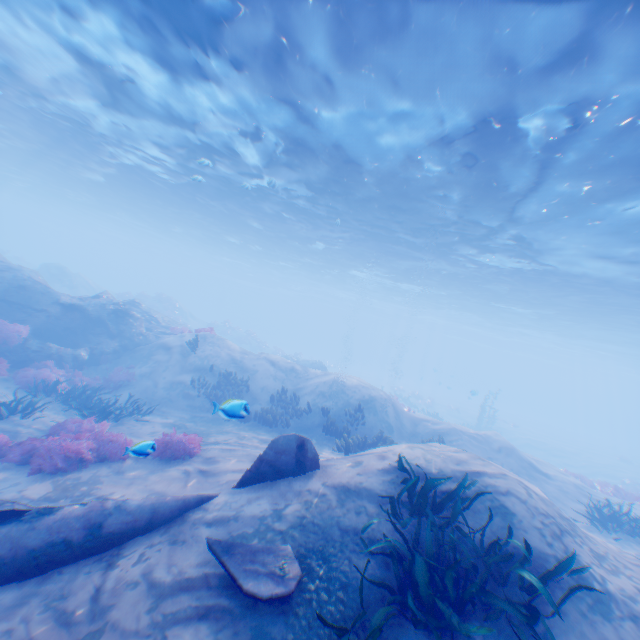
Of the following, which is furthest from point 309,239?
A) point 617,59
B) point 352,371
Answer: point 352,371

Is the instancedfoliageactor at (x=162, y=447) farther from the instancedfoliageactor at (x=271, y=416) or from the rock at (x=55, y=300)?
the instancedfoliageactor at (x=271, y=416)

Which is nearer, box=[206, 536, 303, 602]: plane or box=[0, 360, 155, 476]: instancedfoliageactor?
box=[206, 536, 303, 602]: plane

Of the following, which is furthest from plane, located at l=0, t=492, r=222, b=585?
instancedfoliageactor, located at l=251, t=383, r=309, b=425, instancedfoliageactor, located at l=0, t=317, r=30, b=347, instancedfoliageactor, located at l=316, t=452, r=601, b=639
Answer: instancedfoliageactor, located at l=251, t=383, r=309, b=425

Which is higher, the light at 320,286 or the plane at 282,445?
the light at 320,286

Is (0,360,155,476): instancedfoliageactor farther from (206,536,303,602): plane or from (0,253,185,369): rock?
(206,536,303,602): plane

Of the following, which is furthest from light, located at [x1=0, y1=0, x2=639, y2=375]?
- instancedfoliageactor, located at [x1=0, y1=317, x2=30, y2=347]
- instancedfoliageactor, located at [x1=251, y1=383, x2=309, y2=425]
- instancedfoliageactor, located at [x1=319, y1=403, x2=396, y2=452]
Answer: instancedfoliageactor, located at [x1=319, y1=403, x2=396, y2=452]

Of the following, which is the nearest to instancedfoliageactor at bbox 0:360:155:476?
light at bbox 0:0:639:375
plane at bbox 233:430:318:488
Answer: plane at bbox 233:430:318:488
